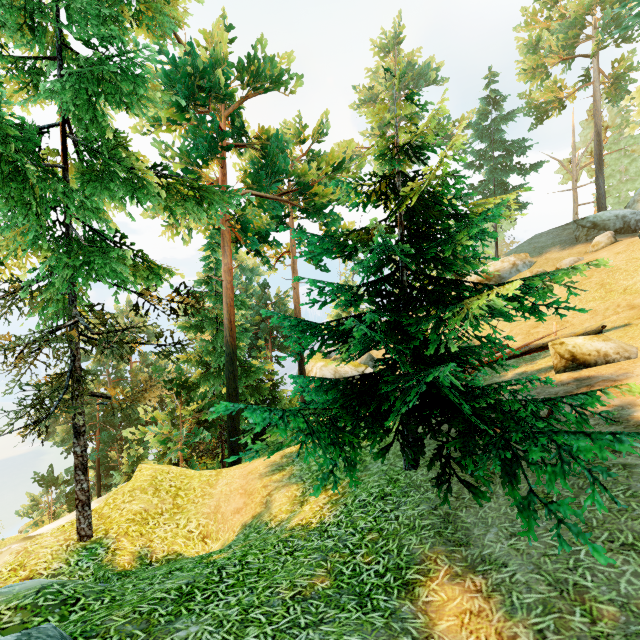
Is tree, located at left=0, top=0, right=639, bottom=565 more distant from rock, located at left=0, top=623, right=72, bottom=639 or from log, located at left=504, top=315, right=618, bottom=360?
rock, located at left=0, top=623, right=72, bottom=639

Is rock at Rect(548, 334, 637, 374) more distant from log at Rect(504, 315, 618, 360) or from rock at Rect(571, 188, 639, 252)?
rock at Rect(571, 188, 639, 252)

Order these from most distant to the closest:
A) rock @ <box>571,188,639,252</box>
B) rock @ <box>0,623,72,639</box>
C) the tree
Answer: rock @ <box>571,188,639,252</box> < the tree < rock @ <box>0,623,72,639</box>

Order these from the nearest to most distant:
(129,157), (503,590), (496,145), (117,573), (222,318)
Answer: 1. (503,590)
2. (117,573)
3. (129,157)
4. (222,318)
5. (496,145)

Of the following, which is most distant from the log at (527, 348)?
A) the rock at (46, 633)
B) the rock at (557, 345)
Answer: the rock at (46, 633)

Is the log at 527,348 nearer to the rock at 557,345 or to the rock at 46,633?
the rock at 557,345

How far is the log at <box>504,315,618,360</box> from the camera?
11.2m

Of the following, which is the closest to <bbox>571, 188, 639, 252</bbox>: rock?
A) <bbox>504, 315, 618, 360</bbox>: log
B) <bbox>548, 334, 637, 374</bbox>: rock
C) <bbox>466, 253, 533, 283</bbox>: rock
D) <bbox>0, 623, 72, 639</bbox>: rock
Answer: <bbox>466, 253, 533, 283</bbox>: rock
